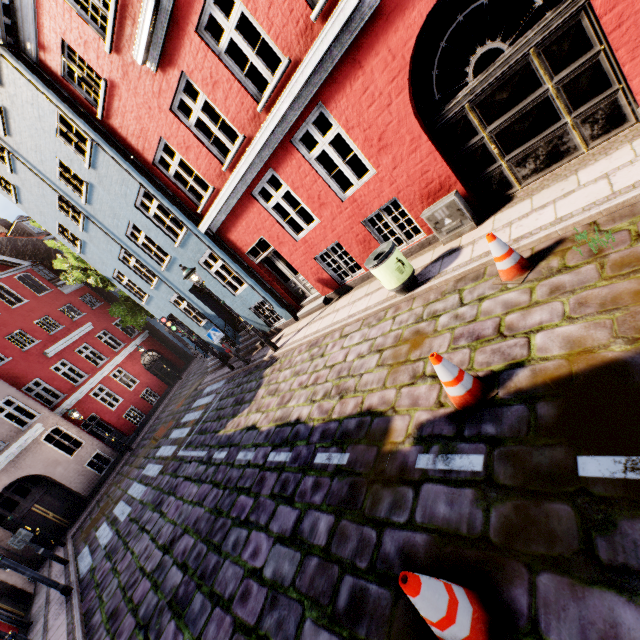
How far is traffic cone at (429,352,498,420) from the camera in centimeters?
354cm

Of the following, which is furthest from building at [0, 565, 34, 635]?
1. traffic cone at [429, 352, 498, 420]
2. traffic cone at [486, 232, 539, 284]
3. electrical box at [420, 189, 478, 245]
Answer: traffic cone at [429, 352, 498, 420]

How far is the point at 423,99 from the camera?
14.3 meters

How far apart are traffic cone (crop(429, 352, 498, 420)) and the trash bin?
2.77m

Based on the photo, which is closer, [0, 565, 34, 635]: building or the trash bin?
the trash bin

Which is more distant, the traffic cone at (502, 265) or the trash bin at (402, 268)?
the trash bin at (402, 268)

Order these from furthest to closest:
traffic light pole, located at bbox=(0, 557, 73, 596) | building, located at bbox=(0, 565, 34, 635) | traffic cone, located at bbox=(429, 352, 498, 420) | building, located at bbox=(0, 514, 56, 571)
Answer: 1. building, located at bbox=(0, 514, 56, 571)
2. building, located at bbox=(0, 565, 34, 635)
3. traffic light pole, located at bbox=(0, 557, 73, 596)
4. traffic cone, located at bbox=(429, 352, 498, 420)

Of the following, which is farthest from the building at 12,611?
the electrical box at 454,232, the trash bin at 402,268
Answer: the trash bin at 402,268
